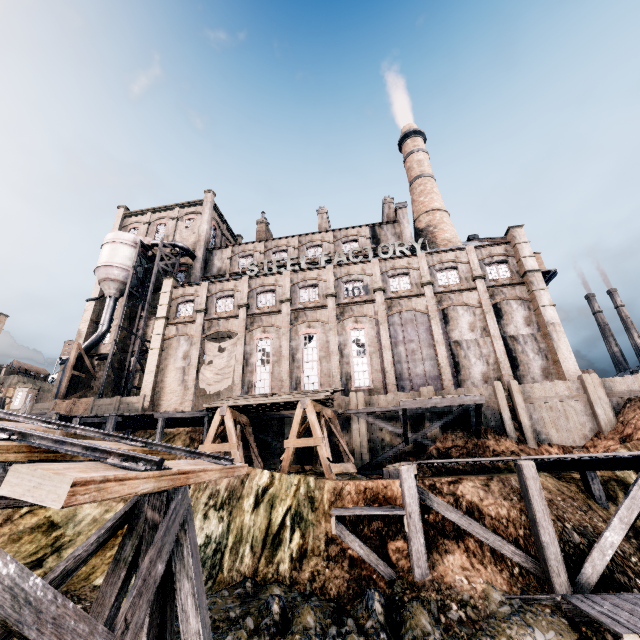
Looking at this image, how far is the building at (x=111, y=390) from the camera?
35.69m

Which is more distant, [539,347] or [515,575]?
[539,347]

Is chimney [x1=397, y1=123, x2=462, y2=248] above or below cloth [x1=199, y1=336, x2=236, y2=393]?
above

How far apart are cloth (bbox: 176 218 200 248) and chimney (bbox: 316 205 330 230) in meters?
16.2

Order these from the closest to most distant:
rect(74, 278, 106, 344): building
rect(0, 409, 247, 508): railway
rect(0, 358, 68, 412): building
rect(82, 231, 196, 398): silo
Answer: rect(0, 409, 247, 508): railway → rect(82, 231, 196, 398): silo → rect(74, 278, 106, 344): building → rect(0, 358, 68, 412): building

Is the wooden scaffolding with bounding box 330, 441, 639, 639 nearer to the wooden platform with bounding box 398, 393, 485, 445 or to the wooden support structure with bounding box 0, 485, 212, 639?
the wooden platform with bounding box 398, 393, 485, 445

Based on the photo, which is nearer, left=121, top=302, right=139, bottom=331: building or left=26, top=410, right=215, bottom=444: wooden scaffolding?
left=26, top=410, right=215, bottom=444: wooden scaffolding

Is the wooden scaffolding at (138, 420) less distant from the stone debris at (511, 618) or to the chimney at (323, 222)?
the stone debris at (511, 618)
